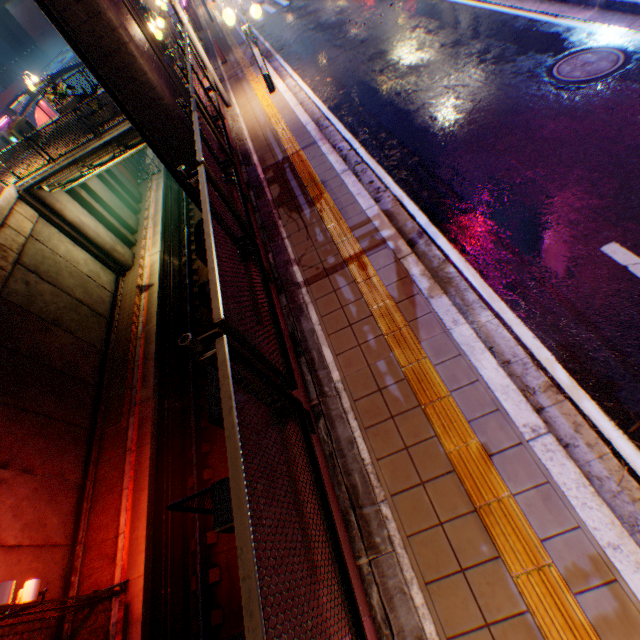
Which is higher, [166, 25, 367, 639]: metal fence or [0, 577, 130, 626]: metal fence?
[166, 25, 367, 639]: metal fence

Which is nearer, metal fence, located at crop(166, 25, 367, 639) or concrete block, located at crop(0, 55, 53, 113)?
metal fence, located at crop(166, 25, 367, 639)

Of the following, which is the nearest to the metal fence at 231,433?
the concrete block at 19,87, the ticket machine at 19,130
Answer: the concrete block at 19,87

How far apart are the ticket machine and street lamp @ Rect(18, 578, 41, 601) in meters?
20.5

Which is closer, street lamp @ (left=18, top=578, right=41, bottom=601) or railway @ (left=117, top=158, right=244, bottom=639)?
street lamp @ (left=18, top=578, right=41, bottom=601)

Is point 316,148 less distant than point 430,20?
Yes

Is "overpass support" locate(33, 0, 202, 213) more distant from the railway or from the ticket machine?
the ticket machine

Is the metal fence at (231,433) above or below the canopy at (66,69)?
above
